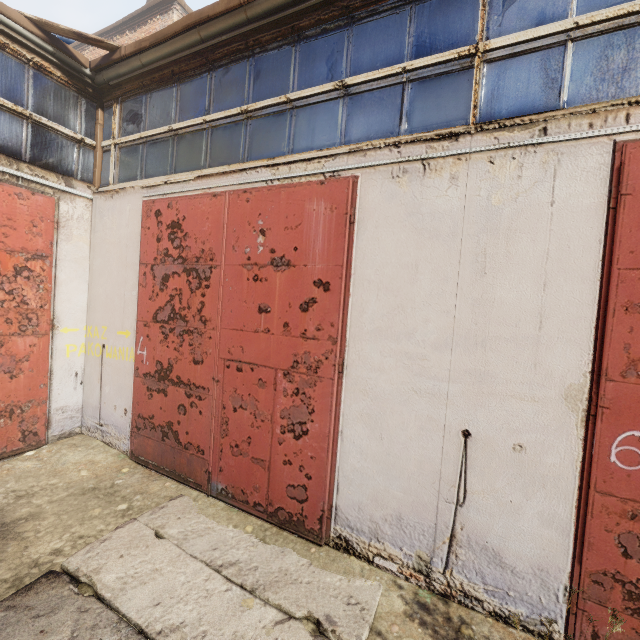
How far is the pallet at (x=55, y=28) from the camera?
4.8 meters

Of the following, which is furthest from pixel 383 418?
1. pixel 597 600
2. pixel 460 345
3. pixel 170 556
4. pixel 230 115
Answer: pixel 230 115

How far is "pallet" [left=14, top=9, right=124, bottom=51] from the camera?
4.8 meters
